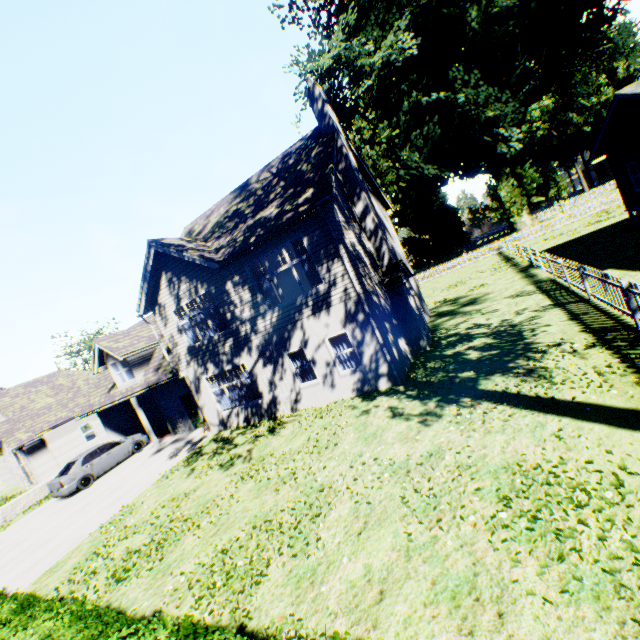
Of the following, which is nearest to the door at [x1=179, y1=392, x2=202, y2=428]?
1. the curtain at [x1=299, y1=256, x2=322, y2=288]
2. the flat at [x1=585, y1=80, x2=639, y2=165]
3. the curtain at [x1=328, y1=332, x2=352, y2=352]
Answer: the curtain at [x1=328, y1=332, x2=352, y2=352]

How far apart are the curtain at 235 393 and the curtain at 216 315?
2.2m

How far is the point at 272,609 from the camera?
4.95m

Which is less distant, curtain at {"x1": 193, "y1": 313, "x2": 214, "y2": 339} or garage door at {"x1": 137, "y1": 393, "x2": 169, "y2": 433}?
curtain at {"x1": 193, "y1": 313, "x2": 214, "y2": 339}

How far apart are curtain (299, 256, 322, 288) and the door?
10.42m

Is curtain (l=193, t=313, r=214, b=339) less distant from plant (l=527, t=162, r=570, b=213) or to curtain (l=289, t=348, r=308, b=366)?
curtain (l=289, t=348, r=308, b=366)

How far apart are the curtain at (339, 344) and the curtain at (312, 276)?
2.0m

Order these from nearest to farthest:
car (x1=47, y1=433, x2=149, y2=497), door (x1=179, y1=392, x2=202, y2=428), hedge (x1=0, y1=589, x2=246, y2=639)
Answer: hedge (x1=0, y1=589, x2=246, y2=639)
car (x1=47, y1=433, x2=149, y2=497)
door (x1=179, y1=392, x2=202, y2=428)
